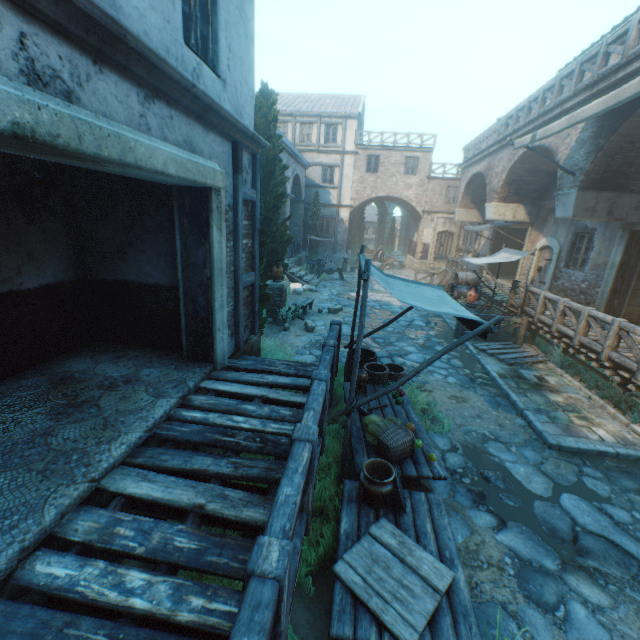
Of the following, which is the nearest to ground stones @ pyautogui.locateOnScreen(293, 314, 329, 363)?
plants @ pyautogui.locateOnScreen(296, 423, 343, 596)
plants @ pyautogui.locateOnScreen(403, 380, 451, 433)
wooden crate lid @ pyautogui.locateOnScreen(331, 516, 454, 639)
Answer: plants @ pyautogui.locateOnScreen(403, 380, 451, 433)

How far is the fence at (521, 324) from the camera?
10.6m

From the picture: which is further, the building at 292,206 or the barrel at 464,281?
the building at 292,206

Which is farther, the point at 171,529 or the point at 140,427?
the point at 140,427

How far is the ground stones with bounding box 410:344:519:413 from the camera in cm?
709

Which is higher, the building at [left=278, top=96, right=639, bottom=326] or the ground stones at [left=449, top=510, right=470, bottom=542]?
the building at [left=278, top=96, right=639, bottom=326]

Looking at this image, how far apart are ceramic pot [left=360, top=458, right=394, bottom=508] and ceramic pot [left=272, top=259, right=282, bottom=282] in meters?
8.3 m

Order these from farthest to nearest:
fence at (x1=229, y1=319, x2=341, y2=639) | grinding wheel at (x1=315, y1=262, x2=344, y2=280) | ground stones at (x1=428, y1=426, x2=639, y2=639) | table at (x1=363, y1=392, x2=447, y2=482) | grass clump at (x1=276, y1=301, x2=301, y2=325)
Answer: grinding wheel at (x1=315, y1=262, x2=344, y2=280) < grass clump at (x1=276, y1=301, x2=301, y2=325) < table at (x1=363, y1=392, x2=447, y2=482) < ground stones at (x1=428, y1=426, x2=639, y2=639) < fence at (x1=229, y1=319, x2=341, y2=639)
